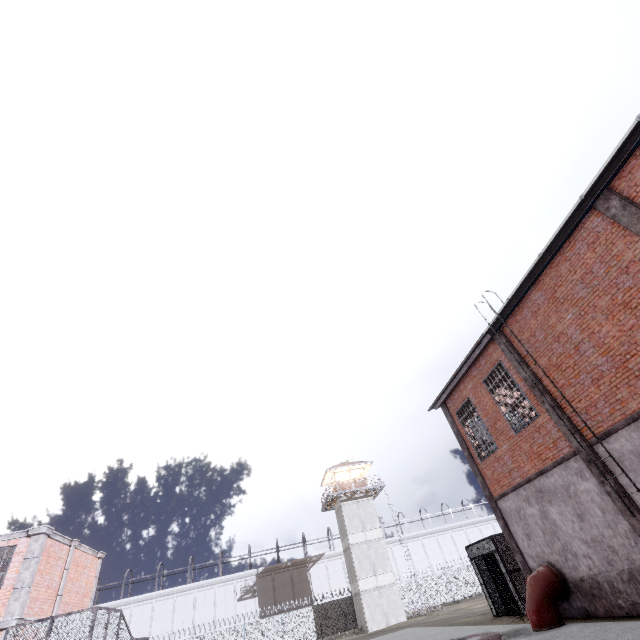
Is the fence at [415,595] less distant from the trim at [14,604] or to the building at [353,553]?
the building at [353,553]

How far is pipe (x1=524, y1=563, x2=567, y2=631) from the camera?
10.47m

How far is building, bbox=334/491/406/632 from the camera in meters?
31.5

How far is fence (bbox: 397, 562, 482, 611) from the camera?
37.1m

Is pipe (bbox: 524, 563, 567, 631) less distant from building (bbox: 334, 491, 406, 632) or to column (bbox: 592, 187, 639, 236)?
column (bbox: 592, 187, 639, 236)

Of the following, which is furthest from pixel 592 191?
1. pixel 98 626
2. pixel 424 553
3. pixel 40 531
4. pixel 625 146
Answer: pixel 424 553

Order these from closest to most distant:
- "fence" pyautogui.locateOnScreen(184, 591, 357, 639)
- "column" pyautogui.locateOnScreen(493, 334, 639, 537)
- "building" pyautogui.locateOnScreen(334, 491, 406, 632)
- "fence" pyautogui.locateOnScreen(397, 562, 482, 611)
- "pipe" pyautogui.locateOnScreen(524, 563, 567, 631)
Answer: "column" pyautogui.locateOnScreen(493, 334, 639, 537) → "pipe" pyautogui.locateOnScreen(524, 563, 567, 631) → "building" pyautogui.locateOnScreen(334, 491, 406, 632) → "fence" pyautogui.locateOnScreen(184, 591, 357, 639) → "fence" pyautogui.locateOnScreen(397, 562, 482, 611)

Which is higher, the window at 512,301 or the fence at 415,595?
the window at 512,301
